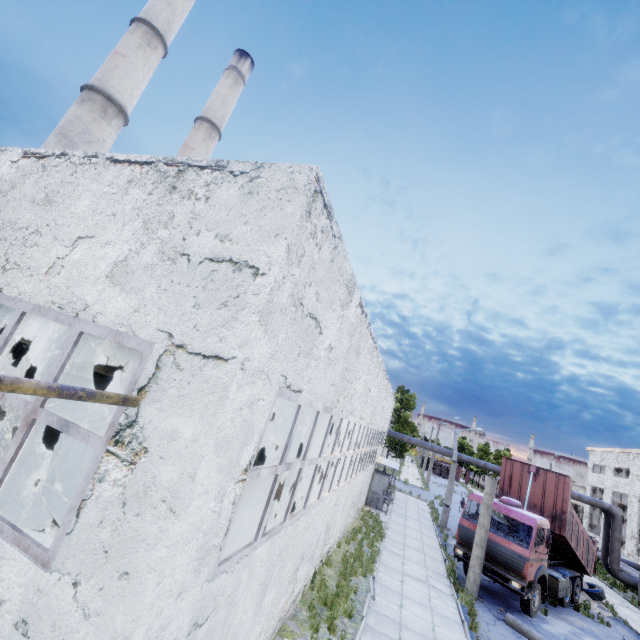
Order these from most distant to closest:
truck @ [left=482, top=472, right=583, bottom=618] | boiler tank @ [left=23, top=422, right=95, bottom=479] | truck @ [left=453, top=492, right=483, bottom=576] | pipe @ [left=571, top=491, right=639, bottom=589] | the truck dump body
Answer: pipe @ [left=571, top=491, right=639, bottom=589] < the truck dump body < truck @ [left=453, top=492, right=483, bottom=576] < truck @ [left=482, top=472, right=583, bottom=618] < boiler tank @ [left=23, top=422, right=95, bottom=479]

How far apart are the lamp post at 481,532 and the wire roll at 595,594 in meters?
10.2

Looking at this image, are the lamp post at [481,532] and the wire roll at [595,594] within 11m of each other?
yes

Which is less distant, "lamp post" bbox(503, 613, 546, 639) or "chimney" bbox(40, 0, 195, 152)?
"lamp post" bbox(503, 613, 546, 639)

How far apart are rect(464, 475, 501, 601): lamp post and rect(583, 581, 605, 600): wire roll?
10.17m

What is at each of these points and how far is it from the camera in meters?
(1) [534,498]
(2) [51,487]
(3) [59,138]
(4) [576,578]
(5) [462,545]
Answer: (1) truck dump body, 16.2 m
(2) boiler tank, 9.8 m
(3) chimney, 17.9 m
(4) truck, 16.3 m
(5) truck, 14.4 m

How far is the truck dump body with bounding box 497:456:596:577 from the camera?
15.28m

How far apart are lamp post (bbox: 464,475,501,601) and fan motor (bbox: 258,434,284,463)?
13.1m
